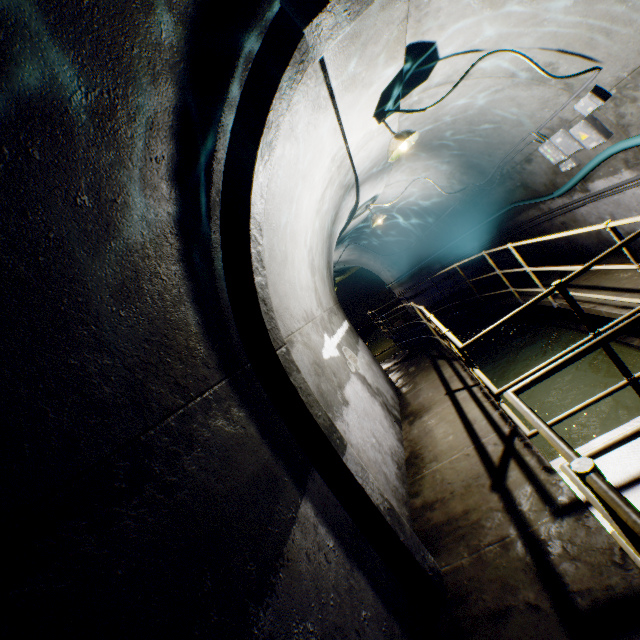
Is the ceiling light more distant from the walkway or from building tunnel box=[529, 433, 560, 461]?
the walkway

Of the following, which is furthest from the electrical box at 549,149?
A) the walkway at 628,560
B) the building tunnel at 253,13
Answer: the walkway at 628,560

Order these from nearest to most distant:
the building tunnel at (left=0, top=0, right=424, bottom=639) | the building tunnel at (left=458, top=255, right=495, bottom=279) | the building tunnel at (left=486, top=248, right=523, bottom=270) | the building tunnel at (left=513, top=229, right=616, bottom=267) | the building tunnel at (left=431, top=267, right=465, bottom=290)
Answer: the building tunnel at (left=0, top=0, right=424, bottom=639)
the building tunnel at (left=513, top=229, right=616, bottom=267)
the building tunnel at (left=486, top=248, right=523, bottom=270)
the building tunnel at (left=458, top=255, right=495, bottom=279)
the building tunnel at (left=431, top=267, right=465, bottom=290)

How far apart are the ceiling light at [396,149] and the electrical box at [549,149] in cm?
216

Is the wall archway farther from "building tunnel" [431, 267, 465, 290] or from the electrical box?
the electrical box

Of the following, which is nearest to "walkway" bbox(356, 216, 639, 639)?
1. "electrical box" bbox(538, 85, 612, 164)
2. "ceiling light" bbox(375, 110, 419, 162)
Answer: "electrical box" bbox(538, 85, 612, 164)

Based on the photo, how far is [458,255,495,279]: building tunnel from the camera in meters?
9.1 m

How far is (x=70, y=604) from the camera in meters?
0.9
